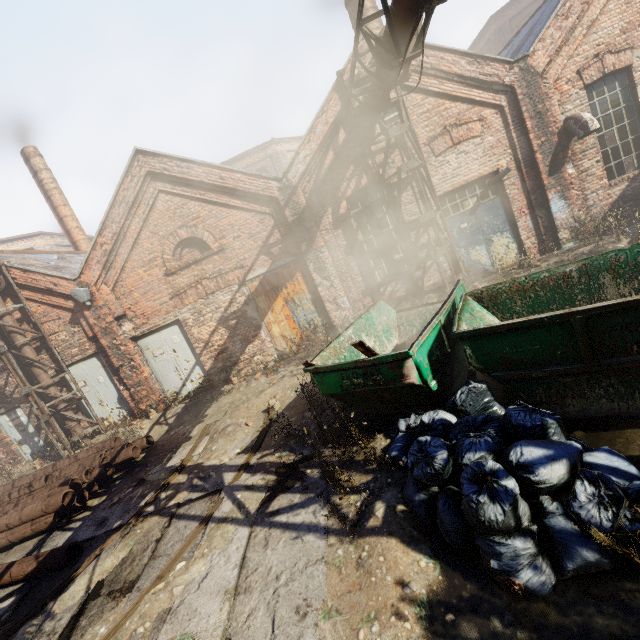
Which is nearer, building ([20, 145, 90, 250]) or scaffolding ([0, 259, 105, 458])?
A: scaffolding ([0, 259, 105, 458])

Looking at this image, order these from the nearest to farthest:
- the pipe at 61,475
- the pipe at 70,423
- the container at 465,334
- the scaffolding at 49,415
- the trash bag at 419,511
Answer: the trash bag at 419,511
the container at 465,334
the pipe at 61,475
the scaffolding at 49,415
the pipe at 70,423

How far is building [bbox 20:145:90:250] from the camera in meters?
15.4 m

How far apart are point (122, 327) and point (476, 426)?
10.51m

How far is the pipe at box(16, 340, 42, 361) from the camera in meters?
9.8 m

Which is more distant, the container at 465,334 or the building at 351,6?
the building at 351,6

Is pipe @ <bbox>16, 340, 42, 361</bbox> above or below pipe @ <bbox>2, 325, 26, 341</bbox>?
below
